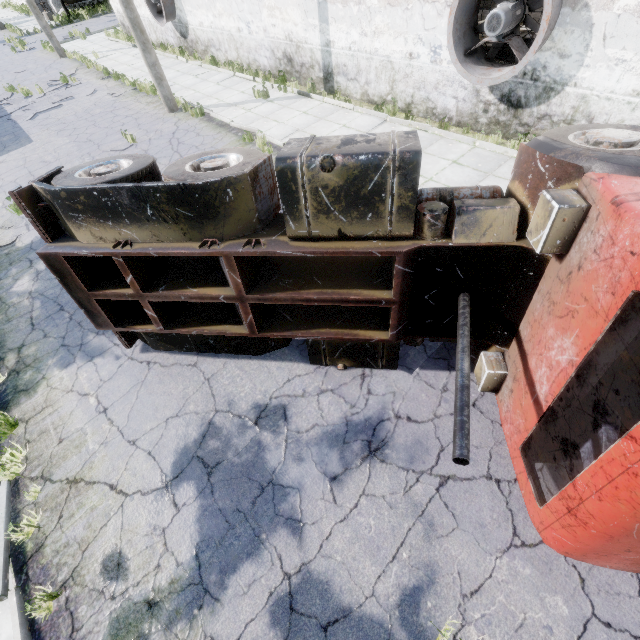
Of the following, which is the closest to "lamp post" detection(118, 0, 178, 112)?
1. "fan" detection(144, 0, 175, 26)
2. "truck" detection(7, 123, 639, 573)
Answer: "fan" detection(144, 0, 175, 26)

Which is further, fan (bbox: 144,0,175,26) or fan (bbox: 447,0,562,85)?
fan (bbox: 144,0,175,26)

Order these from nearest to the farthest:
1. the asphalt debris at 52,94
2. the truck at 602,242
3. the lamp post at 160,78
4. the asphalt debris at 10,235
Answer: the truck at 602,242
the asphalt debris at 10,235
the lamp post at 160,78
the asphalt debris at 52,94

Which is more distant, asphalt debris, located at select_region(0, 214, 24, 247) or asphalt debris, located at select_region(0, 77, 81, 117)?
asphalt debris, located at select_region(0, 77, 81, 117)

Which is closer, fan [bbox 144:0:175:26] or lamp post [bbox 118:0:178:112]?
lamp post [bbox 118:0:178:112]

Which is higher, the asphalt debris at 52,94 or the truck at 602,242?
the truck at 602,242

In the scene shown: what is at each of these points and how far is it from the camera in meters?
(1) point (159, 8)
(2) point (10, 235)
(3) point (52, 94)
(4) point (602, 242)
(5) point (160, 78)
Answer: (1) fan, 16.7 m
(2) asphalt debris, 8.6 m
(3) asphalt debris, 16.3 m
(4) truck, 2.3 m
(5) lamp post, 11.9 m

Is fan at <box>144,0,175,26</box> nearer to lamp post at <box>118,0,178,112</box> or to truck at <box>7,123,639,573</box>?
lamp post at <box>118,0,178,112</box>
